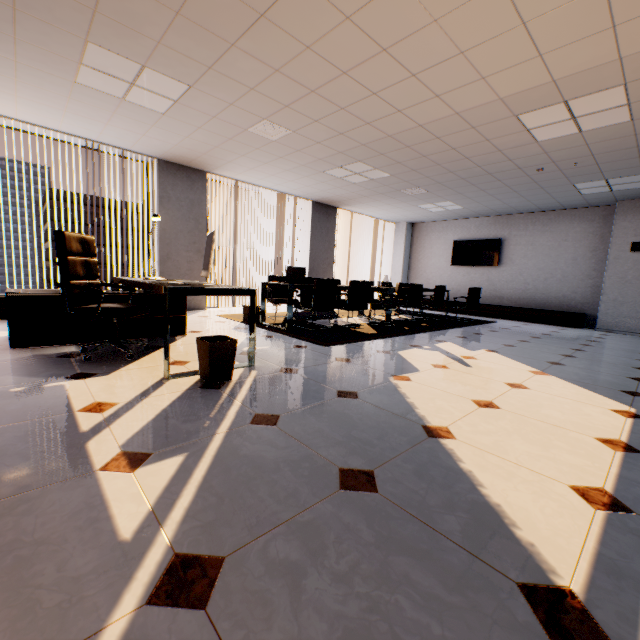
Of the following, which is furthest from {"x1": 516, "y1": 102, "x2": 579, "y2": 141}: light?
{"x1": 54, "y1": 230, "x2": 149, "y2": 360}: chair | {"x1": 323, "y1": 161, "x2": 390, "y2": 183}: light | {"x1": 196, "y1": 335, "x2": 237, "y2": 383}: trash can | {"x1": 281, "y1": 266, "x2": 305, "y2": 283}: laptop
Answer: {"x1": 54, "y1": 230, "x2": 149, "y2": 360}: chair

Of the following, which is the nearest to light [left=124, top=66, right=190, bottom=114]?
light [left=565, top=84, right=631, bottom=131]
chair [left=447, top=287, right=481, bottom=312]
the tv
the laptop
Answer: the laptop

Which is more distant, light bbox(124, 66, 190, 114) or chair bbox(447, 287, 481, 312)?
chair bbox(447, 287, 481, 312)

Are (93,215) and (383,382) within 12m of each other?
no

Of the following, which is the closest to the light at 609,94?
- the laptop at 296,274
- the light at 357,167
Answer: the light at 357,167

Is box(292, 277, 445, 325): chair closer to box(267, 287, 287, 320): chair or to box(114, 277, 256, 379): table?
box(267, 287, 287, 320): chair

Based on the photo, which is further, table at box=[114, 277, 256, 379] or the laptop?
the laptop

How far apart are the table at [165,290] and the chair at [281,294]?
1.95m
